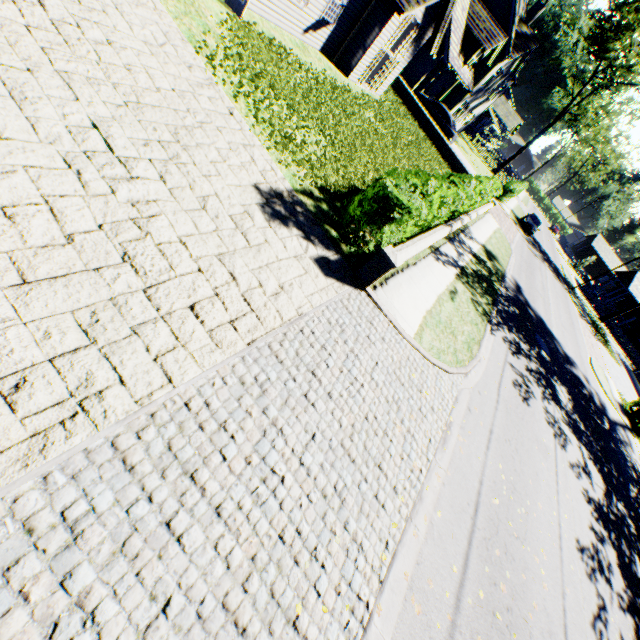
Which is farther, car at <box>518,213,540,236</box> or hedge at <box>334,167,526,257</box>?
car at <box>518,213,540,236</box>

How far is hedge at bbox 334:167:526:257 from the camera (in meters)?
6.21

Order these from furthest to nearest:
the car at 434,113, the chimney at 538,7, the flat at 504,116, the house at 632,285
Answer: the flat at 504,116 < the house at 632,285 < the chimney at 538,7 < the car at 434,113

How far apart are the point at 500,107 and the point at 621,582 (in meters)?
68.10

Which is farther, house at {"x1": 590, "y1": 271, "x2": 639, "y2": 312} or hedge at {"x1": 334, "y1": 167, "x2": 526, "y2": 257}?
house at {"x1": 590, "y1": 271, "x2": 639, "y2": 312}

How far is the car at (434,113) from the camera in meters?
24.8 m

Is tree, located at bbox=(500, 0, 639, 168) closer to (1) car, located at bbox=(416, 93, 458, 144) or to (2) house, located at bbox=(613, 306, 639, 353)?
(1) car, located at bbox=(416, 93, 458, 144)

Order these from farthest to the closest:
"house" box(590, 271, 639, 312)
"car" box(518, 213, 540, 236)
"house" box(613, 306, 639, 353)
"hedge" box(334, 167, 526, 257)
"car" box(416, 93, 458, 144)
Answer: "house" box(613, 306, 639, 353), "house" box(590, 271, 639, 312), "car" box(518, 213, 540, 236), "car" box(416, 93, 458, 144), "hedge" box(334, 167, 526, 257)
